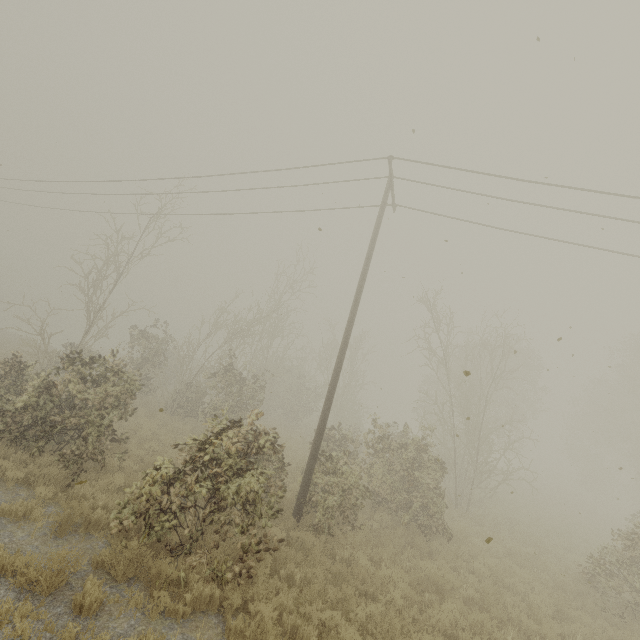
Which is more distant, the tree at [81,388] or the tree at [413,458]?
the tree at [413,458]

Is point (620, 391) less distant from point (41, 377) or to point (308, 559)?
point (308, 559)

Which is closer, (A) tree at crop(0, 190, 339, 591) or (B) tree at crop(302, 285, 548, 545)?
(A) tree at crop(0, 190, 339, 591)

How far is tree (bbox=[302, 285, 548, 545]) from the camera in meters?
10.3 m

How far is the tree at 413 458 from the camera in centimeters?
1028cm
